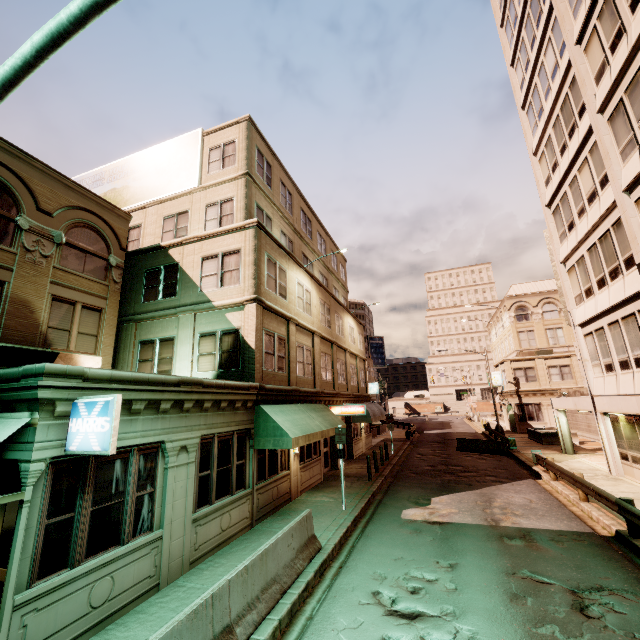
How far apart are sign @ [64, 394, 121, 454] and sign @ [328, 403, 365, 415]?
14.80m

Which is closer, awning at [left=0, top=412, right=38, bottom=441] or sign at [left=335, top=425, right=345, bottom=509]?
awning at [left=0, top=412, right=38, bottom=441]

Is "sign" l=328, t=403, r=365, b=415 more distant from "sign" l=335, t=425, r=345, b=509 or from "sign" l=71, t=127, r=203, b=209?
"sign" l=71, t=127, r=203, b=209

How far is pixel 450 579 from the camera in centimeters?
750cm

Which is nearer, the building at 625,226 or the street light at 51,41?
the street light at 51,41

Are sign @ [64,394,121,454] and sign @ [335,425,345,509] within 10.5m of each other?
yes

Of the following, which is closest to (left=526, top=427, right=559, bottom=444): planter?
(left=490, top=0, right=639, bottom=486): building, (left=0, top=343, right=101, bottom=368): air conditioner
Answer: (left=490, top=0, right=639, bottom=486): building

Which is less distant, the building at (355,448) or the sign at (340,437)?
the sign at (340,437)
